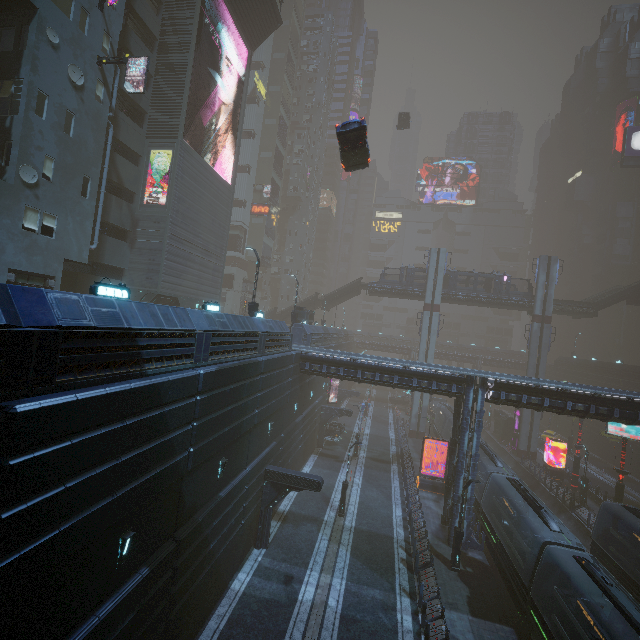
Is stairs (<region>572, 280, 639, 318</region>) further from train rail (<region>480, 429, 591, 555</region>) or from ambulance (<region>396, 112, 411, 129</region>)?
ambulance (<region>396, 112, 411, 129</region>)

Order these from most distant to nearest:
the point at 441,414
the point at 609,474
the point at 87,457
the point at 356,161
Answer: the point at 441,414, the point at 609,474, the point at 356,161, the point at 87,457

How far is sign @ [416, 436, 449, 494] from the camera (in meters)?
29.73

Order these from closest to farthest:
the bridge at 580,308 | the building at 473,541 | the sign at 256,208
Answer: the building at 473,541, the bridge at 580,308, the sign at 256,208

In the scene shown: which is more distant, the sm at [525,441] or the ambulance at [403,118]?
the ambulance at [403,118]

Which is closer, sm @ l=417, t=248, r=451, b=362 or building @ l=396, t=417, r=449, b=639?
building @ l=396, t=417, r=449, b=639

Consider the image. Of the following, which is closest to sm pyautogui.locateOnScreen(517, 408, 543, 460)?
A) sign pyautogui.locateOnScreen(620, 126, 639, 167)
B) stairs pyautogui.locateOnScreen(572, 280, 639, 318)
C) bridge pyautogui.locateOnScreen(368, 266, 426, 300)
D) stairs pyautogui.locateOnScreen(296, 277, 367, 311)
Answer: bridge pyautogui.locateOnScreen(368, 266, 426, 300)

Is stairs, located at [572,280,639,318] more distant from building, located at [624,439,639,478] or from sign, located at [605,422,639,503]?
sign, located at [605,422,639,503]
